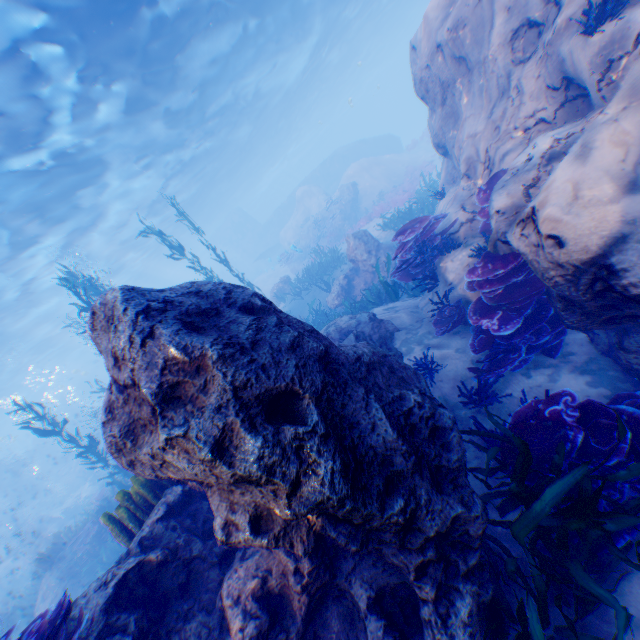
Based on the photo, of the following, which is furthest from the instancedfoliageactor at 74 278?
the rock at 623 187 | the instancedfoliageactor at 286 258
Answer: the instancedfoliageactor at 286 258

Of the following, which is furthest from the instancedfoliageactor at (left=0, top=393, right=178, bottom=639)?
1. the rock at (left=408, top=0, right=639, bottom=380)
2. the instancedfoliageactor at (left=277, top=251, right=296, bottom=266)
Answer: the instancedfoliageactor at (left=277, top=251, right=296, bottom=266)

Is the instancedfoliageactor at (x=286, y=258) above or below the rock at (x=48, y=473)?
below

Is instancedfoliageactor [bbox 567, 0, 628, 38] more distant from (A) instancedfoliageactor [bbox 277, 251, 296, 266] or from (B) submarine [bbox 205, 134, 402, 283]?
(A) instancedfoliageactor [bbox 277, 251, 296, 266]

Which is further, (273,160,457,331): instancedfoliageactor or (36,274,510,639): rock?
(273,160,457,331): instancedfoliageactor

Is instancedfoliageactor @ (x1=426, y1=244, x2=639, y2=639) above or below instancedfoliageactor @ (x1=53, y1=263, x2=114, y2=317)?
below

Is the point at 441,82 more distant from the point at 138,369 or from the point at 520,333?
the point at 138,369

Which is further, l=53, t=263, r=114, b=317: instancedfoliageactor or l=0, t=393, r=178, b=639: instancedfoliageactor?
l=53, t=263, r=114, b=317: instancedfoliageactor
